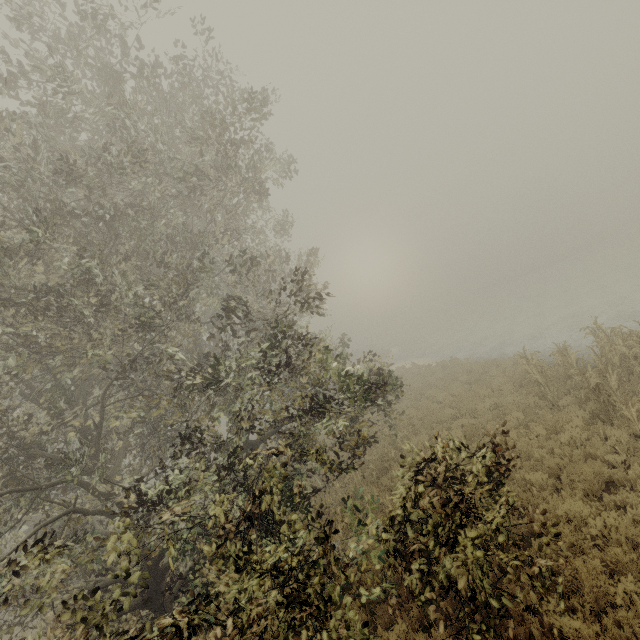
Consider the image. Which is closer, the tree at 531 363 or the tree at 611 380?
the tree at 611 380

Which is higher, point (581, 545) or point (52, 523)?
point (52, 523)

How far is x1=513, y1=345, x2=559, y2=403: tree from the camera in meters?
11.9 m

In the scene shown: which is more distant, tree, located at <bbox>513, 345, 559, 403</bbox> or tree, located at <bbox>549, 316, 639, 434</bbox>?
tree, located at <bbox>513, 345, 559, 403</bbox>

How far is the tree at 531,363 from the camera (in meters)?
11.89
